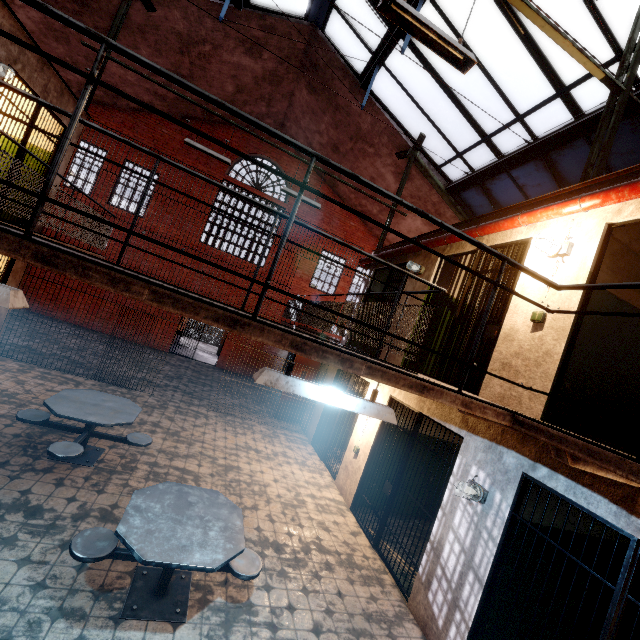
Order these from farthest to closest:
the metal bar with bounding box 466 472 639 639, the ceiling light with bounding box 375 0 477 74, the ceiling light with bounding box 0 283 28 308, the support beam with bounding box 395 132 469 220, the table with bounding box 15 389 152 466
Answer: the support beam with bounding box 395 132 469 220, the table with bounding box 15 389 152 466, the ceiling light with bounding box 375 0 477 74, the metal bar with bounding box 466 472 639 639, the ceiling light with bounding box 0 283 28 308

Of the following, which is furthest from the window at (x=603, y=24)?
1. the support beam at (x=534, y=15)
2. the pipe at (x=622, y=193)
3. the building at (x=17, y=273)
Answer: the building at (x=17, y=273)

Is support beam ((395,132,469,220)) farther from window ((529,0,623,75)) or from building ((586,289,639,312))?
building ((586,289,639,312))

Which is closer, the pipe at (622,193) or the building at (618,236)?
the pipe at (622,193)

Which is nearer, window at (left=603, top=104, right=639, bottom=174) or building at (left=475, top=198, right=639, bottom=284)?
building at (left=475, top=198, right=639, bottom=284)

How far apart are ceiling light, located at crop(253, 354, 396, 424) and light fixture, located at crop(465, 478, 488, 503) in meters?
1.9

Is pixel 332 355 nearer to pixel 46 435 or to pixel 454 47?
pixel 454 47

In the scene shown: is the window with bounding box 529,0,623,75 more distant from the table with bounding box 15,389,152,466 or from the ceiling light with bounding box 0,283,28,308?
the table with bounding box 15,389,152,466
